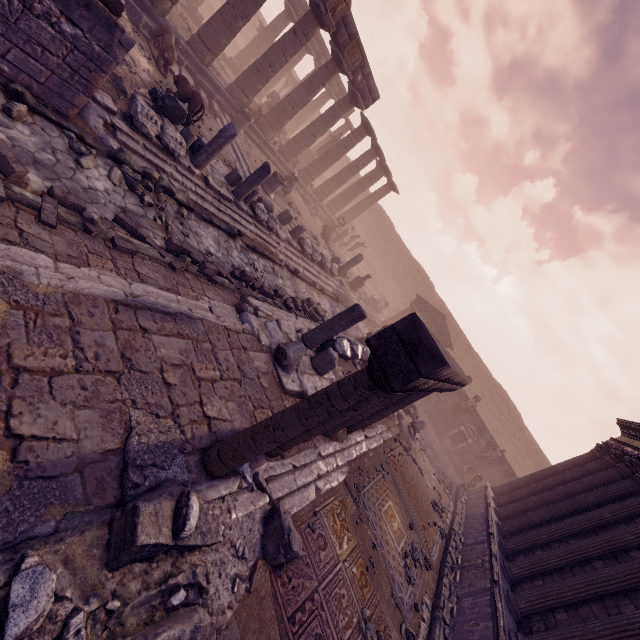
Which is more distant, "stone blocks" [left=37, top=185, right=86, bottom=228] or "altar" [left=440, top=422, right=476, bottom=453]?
"altar" [left=440, top=422, right=476, bottom=453]

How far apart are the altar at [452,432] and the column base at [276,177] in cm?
1689

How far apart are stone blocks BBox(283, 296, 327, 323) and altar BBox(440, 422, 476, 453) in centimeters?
1297cm

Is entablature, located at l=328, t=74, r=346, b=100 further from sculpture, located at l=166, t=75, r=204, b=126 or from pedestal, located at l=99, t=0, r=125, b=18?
pedestal, located at l=99, t=0, r=125, b=18

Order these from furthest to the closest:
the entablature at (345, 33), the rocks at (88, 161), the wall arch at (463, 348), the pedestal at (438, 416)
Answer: the wall arch at (463, 348), the pedestal at (438, 416), the entablature at (345, 33), the rocks at (88, 161)

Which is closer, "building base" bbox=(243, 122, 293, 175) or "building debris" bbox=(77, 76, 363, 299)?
"building debris" bbox=(77, 76, 363, 299)

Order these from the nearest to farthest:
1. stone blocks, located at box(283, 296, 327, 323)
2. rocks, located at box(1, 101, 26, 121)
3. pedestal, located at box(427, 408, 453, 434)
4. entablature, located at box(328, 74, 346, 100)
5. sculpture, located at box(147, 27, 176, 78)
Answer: rocks, located at box(1, 101, 26, 121), stone blocks, located at box(283, 296, 327, 323), sculpture, located at box(147, 27, 176, 78), pedestal, located at box(427, 408, 453, 434), entablature, located at box(328, 74, 346, 100)

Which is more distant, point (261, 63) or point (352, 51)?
point (352, 51)
